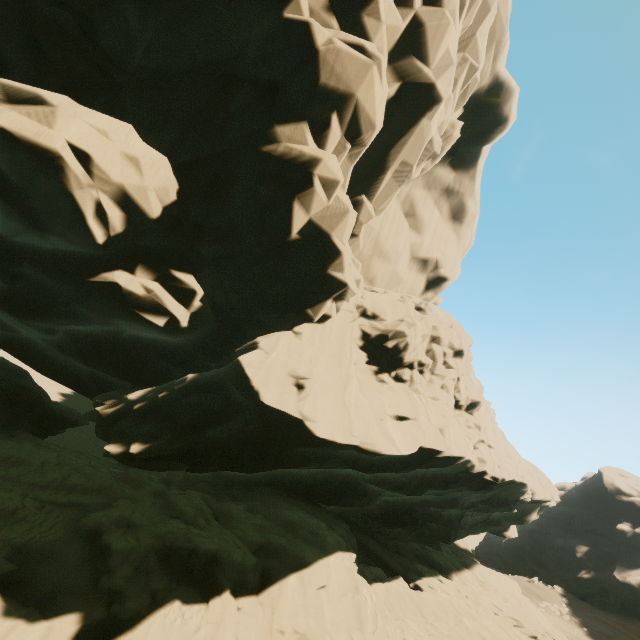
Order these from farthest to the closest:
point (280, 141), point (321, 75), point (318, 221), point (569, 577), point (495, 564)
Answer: point (495, 564), point (569, 577), point (318, 221), point (280, 141), point (321, 75)
